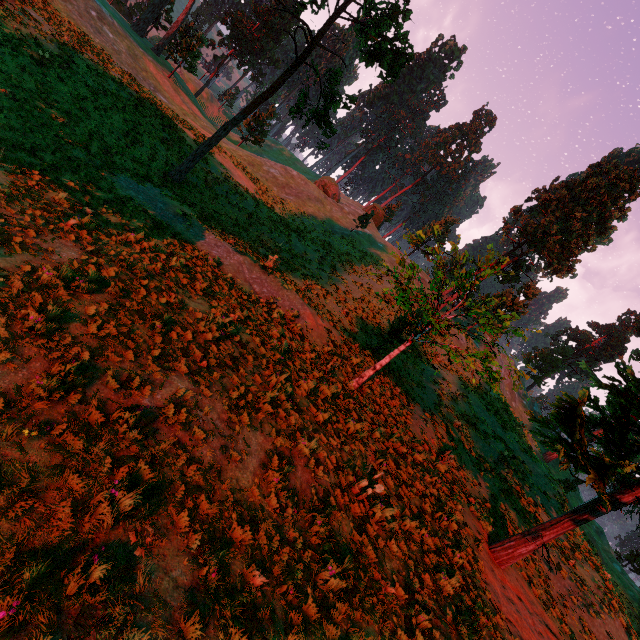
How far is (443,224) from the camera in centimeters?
5275cm

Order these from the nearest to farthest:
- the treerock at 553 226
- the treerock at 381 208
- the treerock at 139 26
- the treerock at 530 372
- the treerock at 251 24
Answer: the treerock at 530 372 < the treerock at 553 226 < the treerock at 251 24 < the treerock at 139 26 < the treerock at 381 208

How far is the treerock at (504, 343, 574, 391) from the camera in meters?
10.6

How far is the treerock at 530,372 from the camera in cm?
1060

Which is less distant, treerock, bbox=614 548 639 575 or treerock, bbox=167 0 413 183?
treerock, bbox=167 0 413 183

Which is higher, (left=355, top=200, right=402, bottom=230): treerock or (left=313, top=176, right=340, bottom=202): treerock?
(left=355, top=200, right=402, bottom=230): treerock
